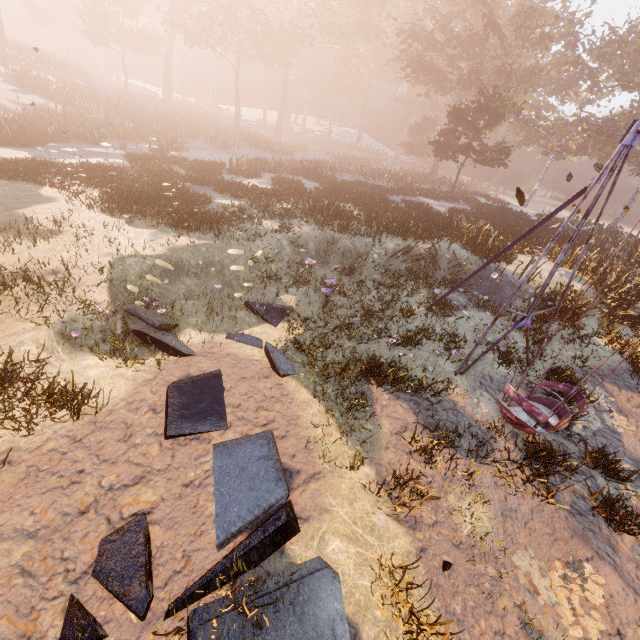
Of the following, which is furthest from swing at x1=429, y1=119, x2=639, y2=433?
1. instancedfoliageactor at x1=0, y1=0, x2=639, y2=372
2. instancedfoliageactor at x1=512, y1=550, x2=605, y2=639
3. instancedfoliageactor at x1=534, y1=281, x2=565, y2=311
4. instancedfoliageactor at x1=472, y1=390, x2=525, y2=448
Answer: instancedfoliageactor at x1=0, y1=0, x2=639, y2=372

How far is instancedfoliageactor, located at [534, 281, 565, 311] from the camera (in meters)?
12.59

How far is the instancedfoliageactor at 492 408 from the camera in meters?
7.1

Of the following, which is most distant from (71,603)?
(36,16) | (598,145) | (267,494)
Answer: (36,16)

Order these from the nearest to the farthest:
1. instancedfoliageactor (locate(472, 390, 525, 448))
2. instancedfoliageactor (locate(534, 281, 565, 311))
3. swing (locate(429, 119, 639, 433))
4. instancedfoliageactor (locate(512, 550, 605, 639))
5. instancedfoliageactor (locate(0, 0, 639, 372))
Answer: instancedfoliageactor (locate(512, 550, 605, 639))
swing (locate(429, 119, 639, 433))
instancedfoliageactor (locate(472, 390, 525, 448))
instancedfoliageactor (locate(534, 281, 565, 311))
instancedfoliageactor (locate(0, 0, 639, 372))

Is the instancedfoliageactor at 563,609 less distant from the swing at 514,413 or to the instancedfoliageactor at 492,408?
the swing at 514,413

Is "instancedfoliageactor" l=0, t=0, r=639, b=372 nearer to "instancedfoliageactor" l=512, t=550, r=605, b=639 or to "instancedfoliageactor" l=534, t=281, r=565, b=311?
"instancedfoliageactor" l=512, t=550, r=605, b=639

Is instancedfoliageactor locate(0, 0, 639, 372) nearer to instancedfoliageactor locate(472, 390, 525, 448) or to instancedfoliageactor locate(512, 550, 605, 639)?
instancedfoliageactor locate(472, 390, 525, 448)
